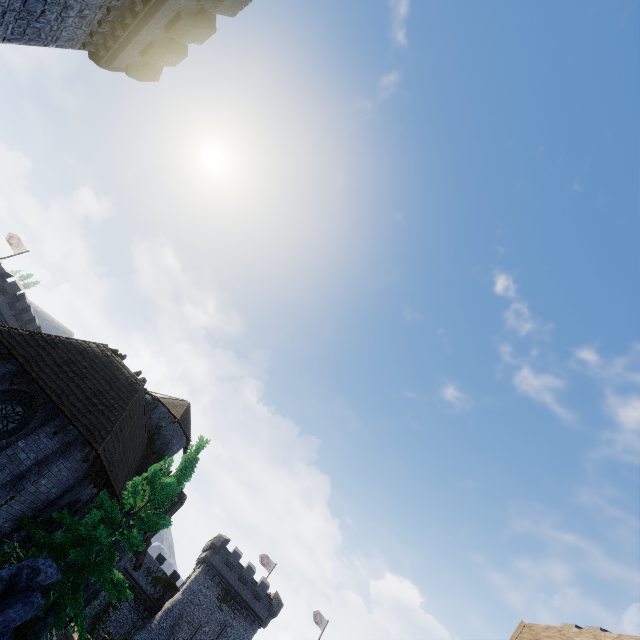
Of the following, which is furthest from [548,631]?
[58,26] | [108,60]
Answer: [108,60]

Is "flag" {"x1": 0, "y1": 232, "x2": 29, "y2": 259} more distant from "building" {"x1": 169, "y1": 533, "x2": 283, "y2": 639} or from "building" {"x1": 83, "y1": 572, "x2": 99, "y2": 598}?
"building" {"x1": 169, "y1": 533, "x2": 283, "y2": 639}

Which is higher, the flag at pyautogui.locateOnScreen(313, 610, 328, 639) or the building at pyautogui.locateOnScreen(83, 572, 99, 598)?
the flag at pyautogui.locateOnScreen(313, 610, 328, 639)

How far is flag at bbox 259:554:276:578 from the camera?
49.81m

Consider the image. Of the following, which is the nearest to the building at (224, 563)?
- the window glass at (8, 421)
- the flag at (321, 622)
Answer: the flag at (321, 622)

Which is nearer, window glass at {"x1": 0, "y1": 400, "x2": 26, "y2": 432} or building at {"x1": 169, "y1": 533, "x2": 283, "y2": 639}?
window glass at {"x1": 0, "y1": 400, "x2": 26, "y2": 432}

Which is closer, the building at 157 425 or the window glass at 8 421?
the building at 157 425

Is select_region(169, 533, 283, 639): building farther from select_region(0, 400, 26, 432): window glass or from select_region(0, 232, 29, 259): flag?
select_region(0, 232, 29, 259): flag
